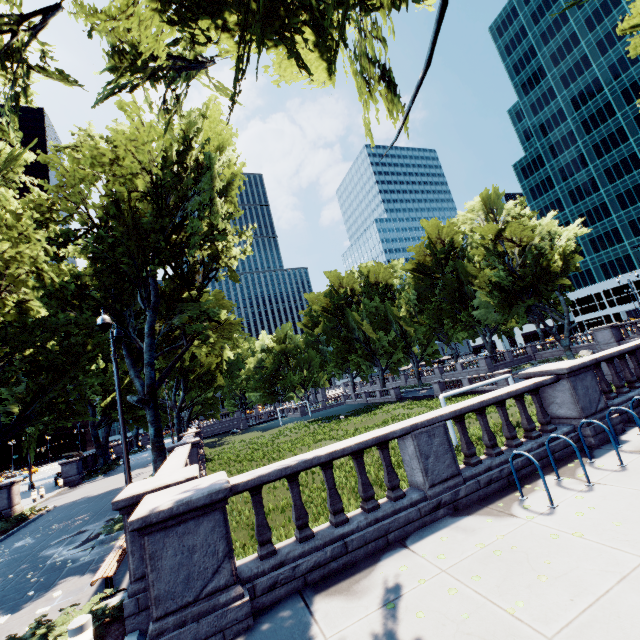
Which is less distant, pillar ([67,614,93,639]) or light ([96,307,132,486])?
pillar ([67,614,93,639])

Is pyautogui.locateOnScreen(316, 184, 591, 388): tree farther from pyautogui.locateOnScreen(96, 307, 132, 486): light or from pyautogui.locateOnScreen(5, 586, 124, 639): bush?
pyautogui.locateOnScreen(5, 586, 124, 639): bush

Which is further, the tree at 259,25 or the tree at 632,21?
the tree at 632,21

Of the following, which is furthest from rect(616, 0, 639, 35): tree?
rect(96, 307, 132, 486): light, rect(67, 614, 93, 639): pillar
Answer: rect(67, 614, 93, 639): pillar

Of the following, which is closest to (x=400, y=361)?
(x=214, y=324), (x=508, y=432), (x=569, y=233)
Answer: (x=569, y=233)

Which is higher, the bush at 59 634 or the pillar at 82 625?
the pillar at 82 625

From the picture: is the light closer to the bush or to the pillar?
the bush
